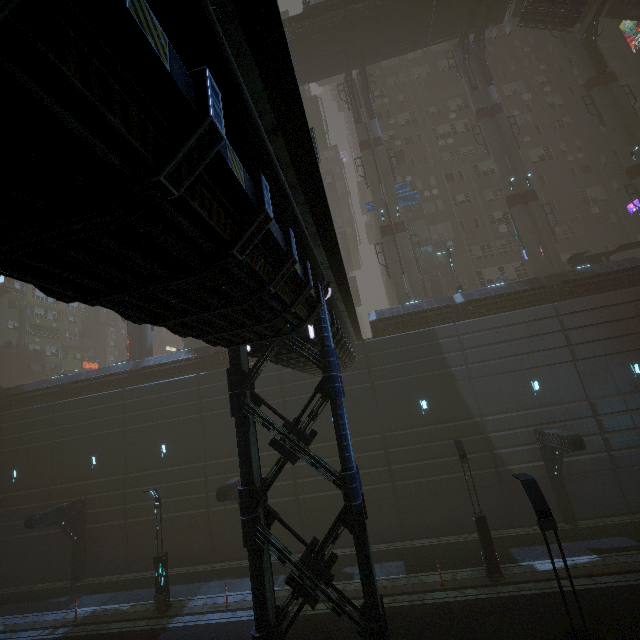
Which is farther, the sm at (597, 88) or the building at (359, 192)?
the building at (359, 192)

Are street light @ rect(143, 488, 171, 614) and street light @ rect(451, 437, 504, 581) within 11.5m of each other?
no

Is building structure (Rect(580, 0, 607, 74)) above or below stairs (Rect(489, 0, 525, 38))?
below

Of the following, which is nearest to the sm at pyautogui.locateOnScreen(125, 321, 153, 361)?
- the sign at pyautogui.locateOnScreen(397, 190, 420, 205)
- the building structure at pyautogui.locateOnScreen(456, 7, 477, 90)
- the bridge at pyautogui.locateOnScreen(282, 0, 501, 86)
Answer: the bridge at pyautogui.locateOnScreen(282, 0, 501, 86)

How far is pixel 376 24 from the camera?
27.1 meters

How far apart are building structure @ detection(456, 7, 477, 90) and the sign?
10.1 meters

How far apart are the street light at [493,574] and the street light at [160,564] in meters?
14.8 m

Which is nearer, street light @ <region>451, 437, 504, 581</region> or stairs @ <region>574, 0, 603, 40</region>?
street light @ <region>451, 437, 504, 581</region>
